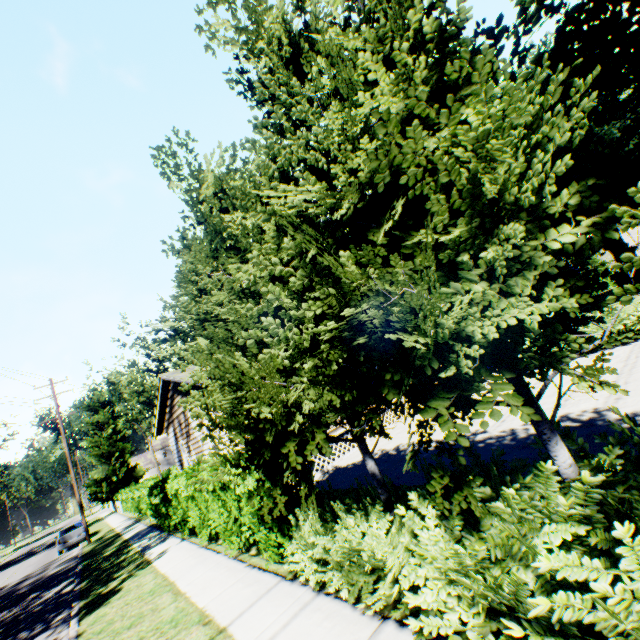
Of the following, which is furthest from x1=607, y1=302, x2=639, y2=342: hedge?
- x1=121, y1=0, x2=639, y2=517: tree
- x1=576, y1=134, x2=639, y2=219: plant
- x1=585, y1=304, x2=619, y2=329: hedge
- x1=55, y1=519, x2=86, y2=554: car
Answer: x1=55, y1=519, x2=86, y2=554: car

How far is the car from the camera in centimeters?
2307cm

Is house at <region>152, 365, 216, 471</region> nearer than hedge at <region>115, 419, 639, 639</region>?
No

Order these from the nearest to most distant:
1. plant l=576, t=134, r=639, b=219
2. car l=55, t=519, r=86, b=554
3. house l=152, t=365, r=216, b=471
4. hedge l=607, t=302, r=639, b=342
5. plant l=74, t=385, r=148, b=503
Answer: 1. hedge l=607, t=302, r=639, b=342
2. house l=152, t=365, r=216, b=471
3. plant l=576, t=134, r=639, b=219
4. car l=55, t=519, r=86, b=554
5. plant l=74, t=385, r=148, b=503

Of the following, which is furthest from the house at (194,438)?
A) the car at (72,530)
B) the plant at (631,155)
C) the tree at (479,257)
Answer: the car at (72,530)

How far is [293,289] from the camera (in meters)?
3.97

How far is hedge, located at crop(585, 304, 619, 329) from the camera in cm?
1191

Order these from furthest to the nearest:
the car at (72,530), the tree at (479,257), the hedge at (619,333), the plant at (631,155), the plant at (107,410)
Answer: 1. the plant at (107,410)
2. the car at (72,530)
3. the plant at (631,155)
4. the hedge at (619,333)
5. the tree at (479,257)
